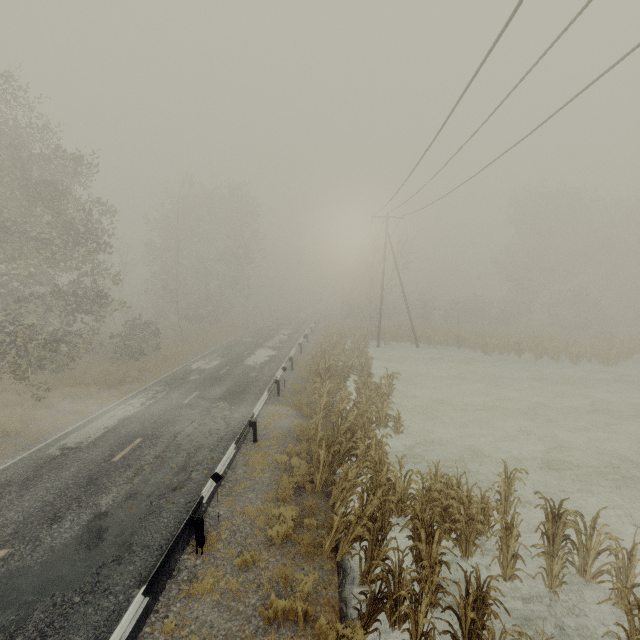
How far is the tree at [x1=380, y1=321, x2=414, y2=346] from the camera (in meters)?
31.57

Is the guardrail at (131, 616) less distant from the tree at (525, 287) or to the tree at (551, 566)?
the tree at (551, 566)

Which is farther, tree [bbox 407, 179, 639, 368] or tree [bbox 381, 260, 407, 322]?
tree [bbox 381, 260, 407, 322]

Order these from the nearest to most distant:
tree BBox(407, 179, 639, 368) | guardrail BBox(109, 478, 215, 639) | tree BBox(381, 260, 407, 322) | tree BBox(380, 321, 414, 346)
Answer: guardrail BBox(109, 478, 215, 639), tree BBox(407, 179, 639, 368), tree BBox(380, 321, 414, 346), tree BBox(381, 260, 407, 322)

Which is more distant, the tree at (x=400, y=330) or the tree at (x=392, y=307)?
the tree at (x=392, y=307)

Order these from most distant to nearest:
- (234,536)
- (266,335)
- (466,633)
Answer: (266,335), (234,536), (466,633)

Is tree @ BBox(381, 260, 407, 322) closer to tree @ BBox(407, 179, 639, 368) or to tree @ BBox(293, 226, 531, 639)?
tree @ BBox(293, 226, 531, 639)
